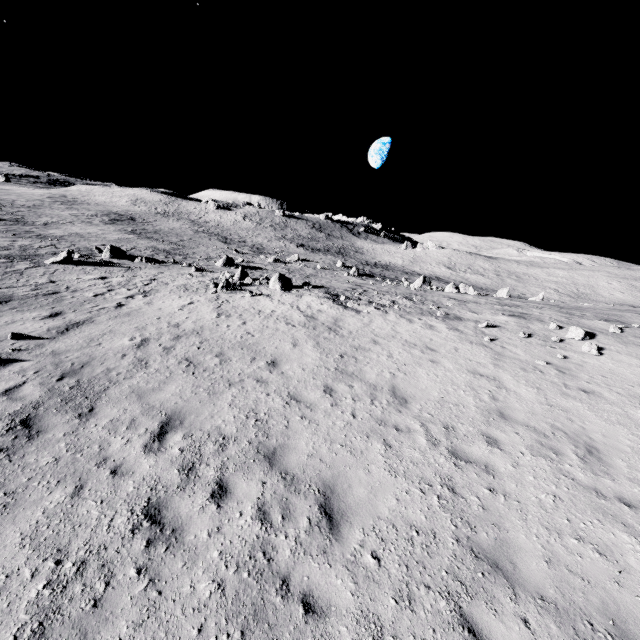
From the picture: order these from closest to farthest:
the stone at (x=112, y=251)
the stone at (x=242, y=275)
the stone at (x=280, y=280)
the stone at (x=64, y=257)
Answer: the stone at (x=242, y=275) < the stone at (x=280, y=280) < the stone at (x=64, y=257) < the stone at (x=112, y=251)

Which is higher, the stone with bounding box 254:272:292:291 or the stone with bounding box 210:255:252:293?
the stone with bounding box 254:272:292:291

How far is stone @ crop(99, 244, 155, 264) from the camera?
30.4m

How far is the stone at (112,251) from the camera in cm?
3041

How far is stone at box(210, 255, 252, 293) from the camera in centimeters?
2071cm

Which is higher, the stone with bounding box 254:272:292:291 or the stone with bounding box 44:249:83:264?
the stone with bounding box 254:272:292:291

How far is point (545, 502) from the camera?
5.8m

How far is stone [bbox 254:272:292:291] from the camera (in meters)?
21.93
